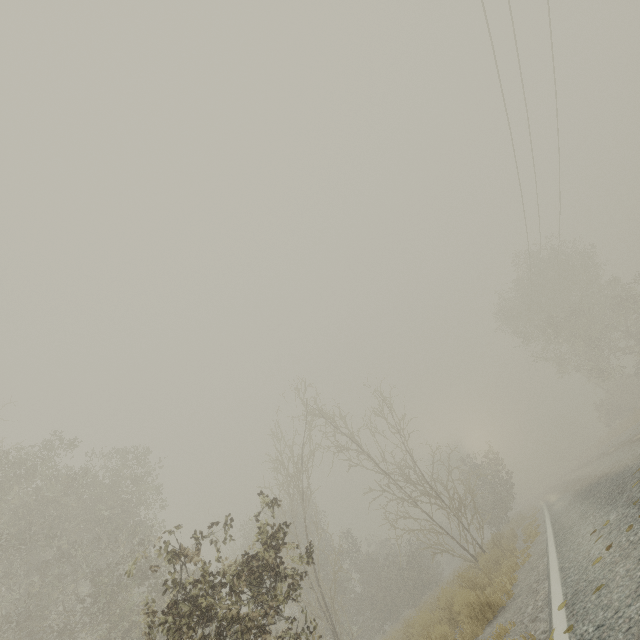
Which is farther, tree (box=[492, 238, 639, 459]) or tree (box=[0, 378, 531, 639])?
tree (box=[492, 238, 639, 459])

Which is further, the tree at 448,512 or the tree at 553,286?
the tree at 553,286

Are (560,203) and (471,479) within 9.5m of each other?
no
